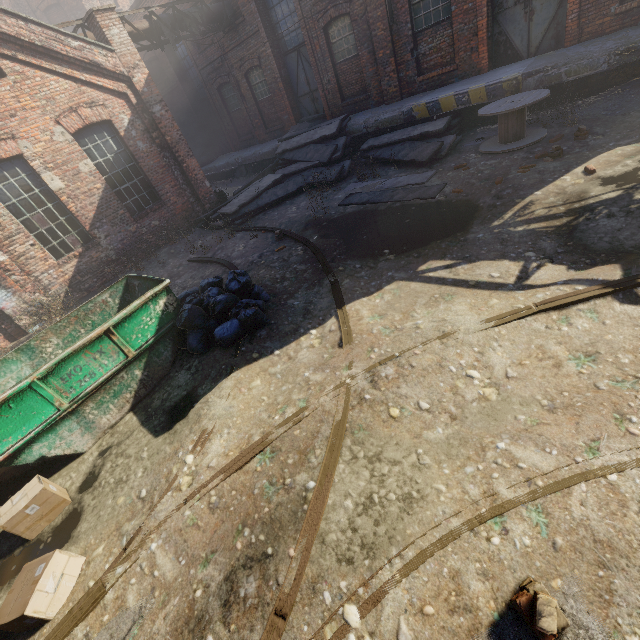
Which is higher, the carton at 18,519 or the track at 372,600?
the carton at 18,519

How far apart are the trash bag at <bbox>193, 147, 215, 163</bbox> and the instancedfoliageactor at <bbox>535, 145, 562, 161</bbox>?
18.89m

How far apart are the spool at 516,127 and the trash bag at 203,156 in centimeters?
1706cm

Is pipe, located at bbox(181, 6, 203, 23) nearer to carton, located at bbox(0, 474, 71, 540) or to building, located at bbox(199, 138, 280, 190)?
building, located at bbox(199, 138, 280, 190)

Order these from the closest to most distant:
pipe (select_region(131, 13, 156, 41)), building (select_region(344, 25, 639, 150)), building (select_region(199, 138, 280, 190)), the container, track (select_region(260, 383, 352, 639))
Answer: track (select_region(260, 383, 352, 639))
the container
building (select_region(344, 25, 639, 150))
pipe (select_region(131, 13, 156, 41))
building (select_region(199, 138, 280, 190))

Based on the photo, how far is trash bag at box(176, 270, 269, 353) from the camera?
5.5 meters

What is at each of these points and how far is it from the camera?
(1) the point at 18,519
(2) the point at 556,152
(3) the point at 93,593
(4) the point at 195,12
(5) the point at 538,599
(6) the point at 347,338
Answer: (1) carton, 3.80m
(2) instancedfoliageactor, 6.82m
(3) track, 3.07m
(4) pipe, 12.57m
(5) instancedfoliageactor, 1.94m
(6) track, 4.66m

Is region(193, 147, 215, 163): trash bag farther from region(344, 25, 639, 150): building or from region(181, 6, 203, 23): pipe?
region(181, 6, 203, 23): pipe
